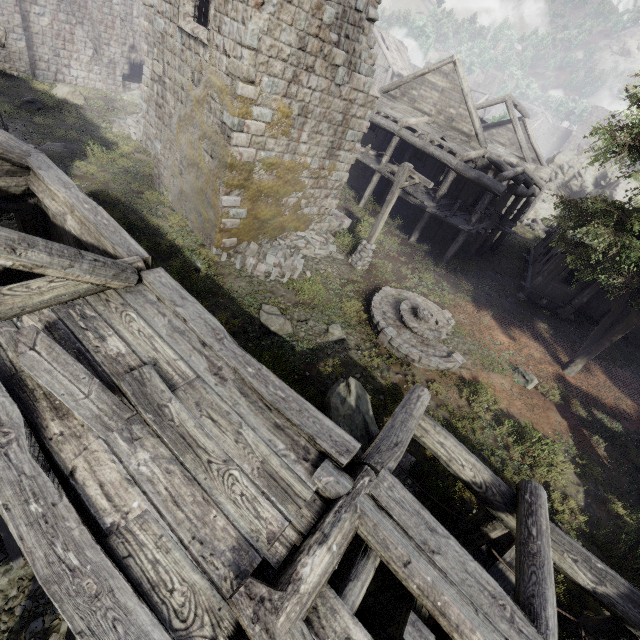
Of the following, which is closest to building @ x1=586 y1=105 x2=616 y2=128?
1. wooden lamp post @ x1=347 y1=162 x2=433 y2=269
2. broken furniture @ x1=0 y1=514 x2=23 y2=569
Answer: broken furniture @ x1=0 y1=514 x2=23 y2=569

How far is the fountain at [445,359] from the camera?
11.09m

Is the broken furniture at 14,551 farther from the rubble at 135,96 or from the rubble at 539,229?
the rubble at 539,229

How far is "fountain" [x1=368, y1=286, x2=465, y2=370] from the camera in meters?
11.1 m

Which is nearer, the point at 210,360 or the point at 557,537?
the point at 210,360

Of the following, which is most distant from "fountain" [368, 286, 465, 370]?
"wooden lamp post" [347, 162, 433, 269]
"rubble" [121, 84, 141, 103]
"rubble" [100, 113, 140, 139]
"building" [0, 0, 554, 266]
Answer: "rubble" [121, 84, 141, 103]

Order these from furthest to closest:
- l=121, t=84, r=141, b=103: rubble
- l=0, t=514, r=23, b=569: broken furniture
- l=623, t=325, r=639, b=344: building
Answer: l=121, t=84, r=141, b=103: rubble → l=623, t=325, r=639, b=344: building → l=0, t=514, r=23, b=569: broken furniture

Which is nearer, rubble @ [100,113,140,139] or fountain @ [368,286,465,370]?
fountain @ [368,286,465,370]
